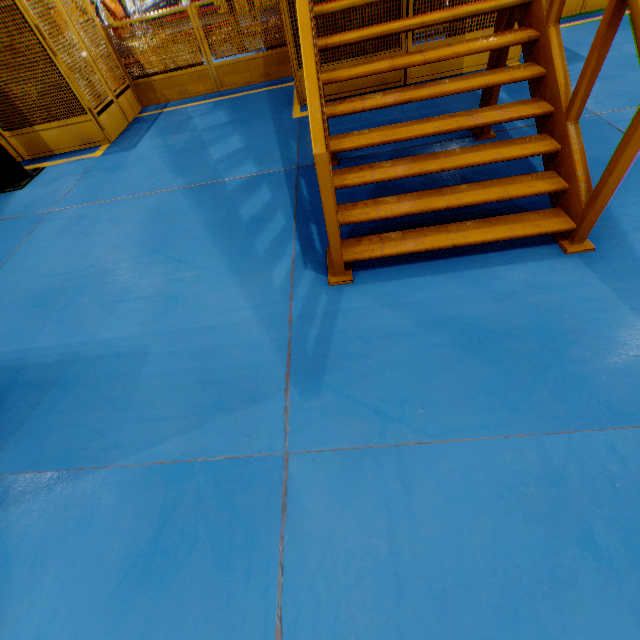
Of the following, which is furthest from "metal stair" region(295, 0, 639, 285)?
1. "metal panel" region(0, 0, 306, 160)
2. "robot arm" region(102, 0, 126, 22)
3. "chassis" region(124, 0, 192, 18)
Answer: "robot arm" region(102, 0, 126, 22)

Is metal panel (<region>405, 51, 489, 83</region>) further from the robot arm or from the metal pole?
the robot arm

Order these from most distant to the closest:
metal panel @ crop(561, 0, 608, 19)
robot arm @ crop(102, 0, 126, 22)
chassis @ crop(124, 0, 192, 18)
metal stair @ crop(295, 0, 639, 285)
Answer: robot arm @ crop(102, 0, 126, 22) → chassis @ crop(124, 0, 192, 18) → metal panel @ crop(561, 0, 608, 19) → metal stair @ crop(295, 0, 639, 285)

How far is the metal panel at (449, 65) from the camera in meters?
5.7 m

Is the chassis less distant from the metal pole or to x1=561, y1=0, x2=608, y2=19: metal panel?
x1=561, y1=0, x2=608, y2=19: metal panel

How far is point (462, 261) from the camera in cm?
297

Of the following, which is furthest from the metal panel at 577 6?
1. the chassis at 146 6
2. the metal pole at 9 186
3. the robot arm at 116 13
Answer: the chassis at 146 6
